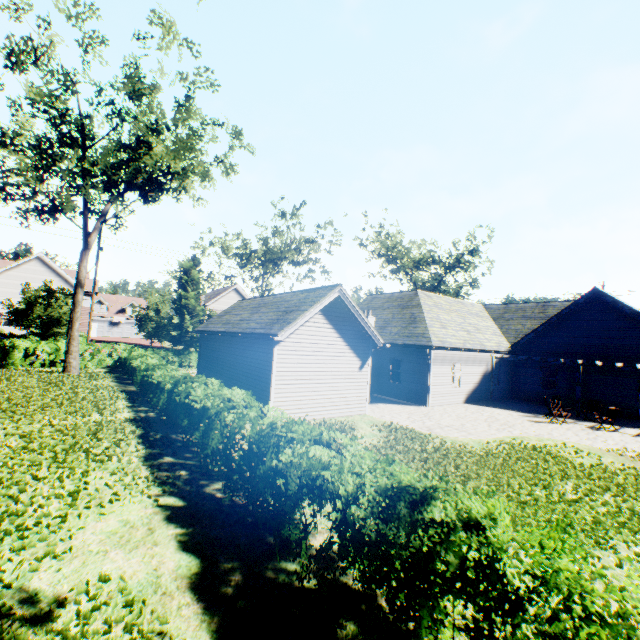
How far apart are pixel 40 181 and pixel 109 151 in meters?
A: 4.7 m

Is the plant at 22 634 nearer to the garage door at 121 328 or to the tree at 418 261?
the tree at 418 261

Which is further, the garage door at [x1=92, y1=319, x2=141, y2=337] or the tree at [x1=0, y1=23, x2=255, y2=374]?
the garage door at [x1=92, y1=319, x2=141, y2=337]

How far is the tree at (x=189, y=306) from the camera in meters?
29.2 m

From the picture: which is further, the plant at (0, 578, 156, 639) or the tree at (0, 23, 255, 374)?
the tree at (0, 23, 255, 374)

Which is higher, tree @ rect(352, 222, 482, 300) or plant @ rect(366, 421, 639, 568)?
tree @ rect(352, 222, 482, 300)

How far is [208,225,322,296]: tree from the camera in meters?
28.7 m

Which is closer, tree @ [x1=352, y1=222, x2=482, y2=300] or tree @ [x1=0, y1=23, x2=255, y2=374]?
tree @ [x1=0, y1=23, x2=255, y2=374]
